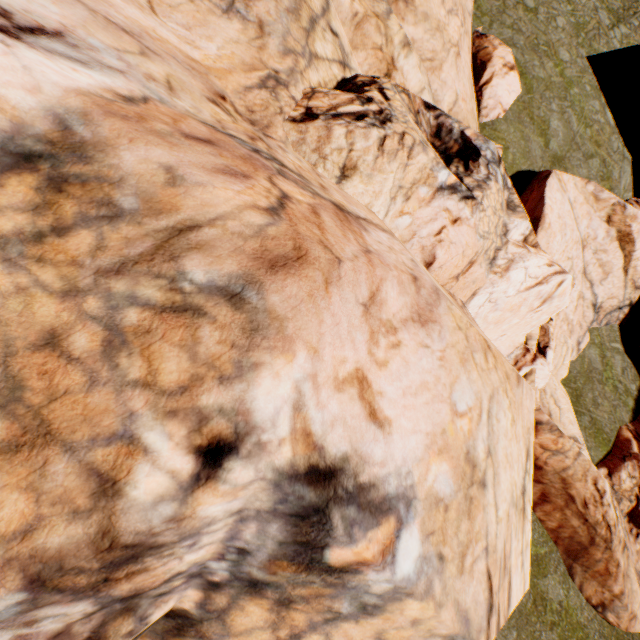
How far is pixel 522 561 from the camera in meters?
4.2 m
